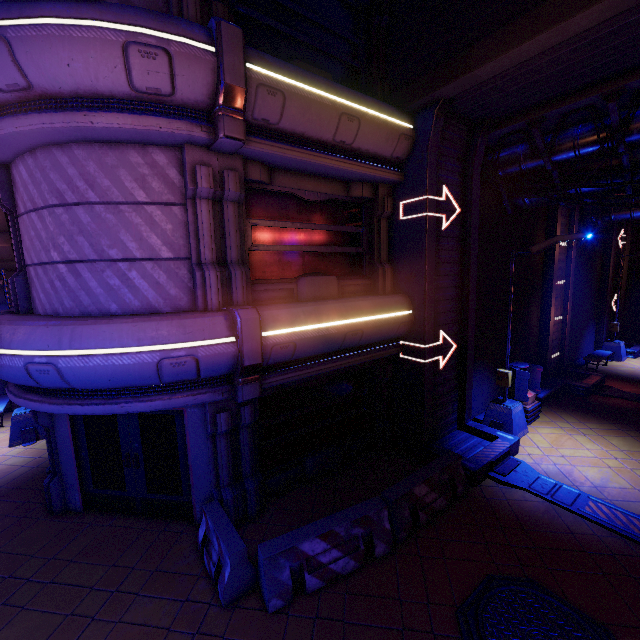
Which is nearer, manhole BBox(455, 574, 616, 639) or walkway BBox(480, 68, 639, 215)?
manhole BBox(455, 574, 616, 639)

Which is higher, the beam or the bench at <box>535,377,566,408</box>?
the beam

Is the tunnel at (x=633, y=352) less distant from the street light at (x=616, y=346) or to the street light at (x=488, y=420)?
the street light at (x=616, y=346)

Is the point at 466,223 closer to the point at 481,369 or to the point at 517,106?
the point at 517,106

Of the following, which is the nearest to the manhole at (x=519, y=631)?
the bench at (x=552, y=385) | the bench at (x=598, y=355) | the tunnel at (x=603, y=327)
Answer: the bench at (x=552, y=385)

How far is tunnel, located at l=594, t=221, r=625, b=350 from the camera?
18.3 meters

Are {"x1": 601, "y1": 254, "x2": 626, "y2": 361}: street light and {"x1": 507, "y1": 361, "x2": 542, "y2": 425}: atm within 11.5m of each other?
yes

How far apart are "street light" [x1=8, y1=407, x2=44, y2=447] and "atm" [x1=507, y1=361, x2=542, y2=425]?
16.00m
